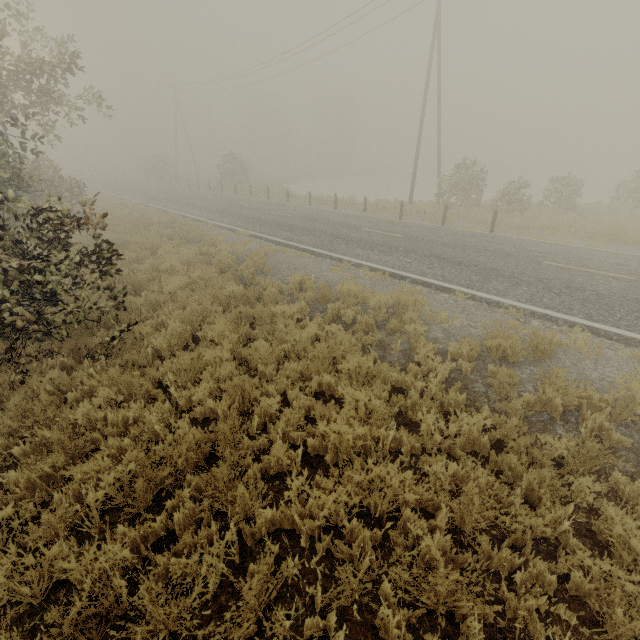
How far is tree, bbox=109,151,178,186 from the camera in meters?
44.4

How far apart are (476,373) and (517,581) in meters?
3.3

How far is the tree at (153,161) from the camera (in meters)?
44.44
